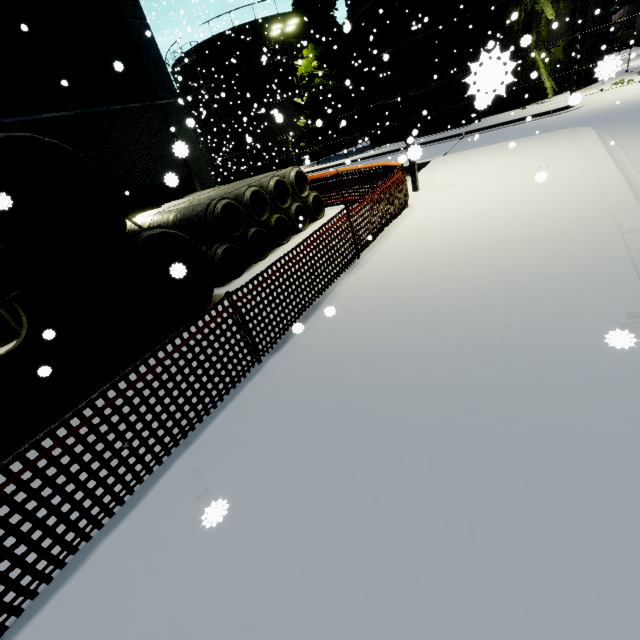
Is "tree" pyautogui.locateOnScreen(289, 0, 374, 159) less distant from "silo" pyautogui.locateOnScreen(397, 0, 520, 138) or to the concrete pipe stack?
"silo" pyautogui.locateOnScreen(397, 0, 520, 138)

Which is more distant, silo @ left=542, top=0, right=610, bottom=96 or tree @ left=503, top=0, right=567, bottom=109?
silo @ left=542, top=0, right=610, bottom=96

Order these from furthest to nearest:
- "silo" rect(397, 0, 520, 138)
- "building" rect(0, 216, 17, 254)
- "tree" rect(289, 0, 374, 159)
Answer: "tree" rect(289, 0, 374, 159) < "building" rect(0, 216, 17, 254) < "silo" rect(397, 0, 520, 138)

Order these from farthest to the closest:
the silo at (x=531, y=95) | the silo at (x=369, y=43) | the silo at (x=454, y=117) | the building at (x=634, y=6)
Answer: the building at (x=634, y=6)
the silo at (x=369, y=43)
the silo at (x=531, y=95)
the silo at (x=454, y=117)

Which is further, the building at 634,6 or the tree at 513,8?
the building at 634,6

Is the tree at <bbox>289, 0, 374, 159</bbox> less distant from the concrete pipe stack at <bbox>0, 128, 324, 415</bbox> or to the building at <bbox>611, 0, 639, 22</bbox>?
the building at <bbox>611, 0, 639, 22</bbox>

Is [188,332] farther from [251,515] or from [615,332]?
[615,332]

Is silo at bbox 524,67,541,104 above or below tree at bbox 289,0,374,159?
below
